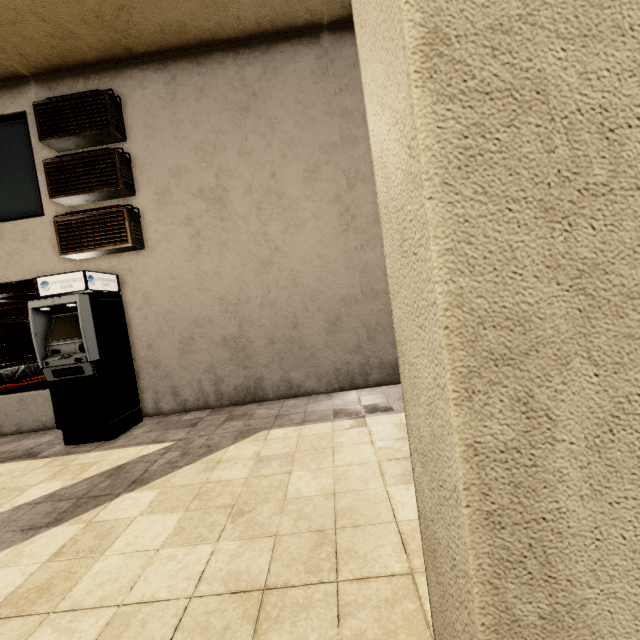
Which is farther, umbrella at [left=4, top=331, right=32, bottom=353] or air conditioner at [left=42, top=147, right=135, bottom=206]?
umbrella at [left=4, top=331, right=32, bottom=353]

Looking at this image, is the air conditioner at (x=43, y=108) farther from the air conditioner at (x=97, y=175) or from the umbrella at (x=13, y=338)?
the umbrella at (x=13, y=338)

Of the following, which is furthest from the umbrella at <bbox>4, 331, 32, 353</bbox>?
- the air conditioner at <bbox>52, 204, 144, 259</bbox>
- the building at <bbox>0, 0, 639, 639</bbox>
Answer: the air conditioner at <bbox>52, 204, 144, 259</bbox>

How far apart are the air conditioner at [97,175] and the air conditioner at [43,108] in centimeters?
19cm

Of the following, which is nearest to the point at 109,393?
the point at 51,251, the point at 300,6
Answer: the point at 51,251

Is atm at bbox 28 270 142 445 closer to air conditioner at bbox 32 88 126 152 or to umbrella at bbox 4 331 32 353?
air conditioner at bbox 32 88 126 152

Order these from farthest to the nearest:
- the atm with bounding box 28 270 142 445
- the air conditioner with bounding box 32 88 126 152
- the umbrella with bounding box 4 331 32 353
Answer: the umbrella with bounding box 4 331 32 353, the air conditioner with bounding box 32 88 126 152, the atm with bounding box 28 270 142 445

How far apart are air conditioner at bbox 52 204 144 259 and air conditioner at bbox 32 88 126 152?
1.1m
